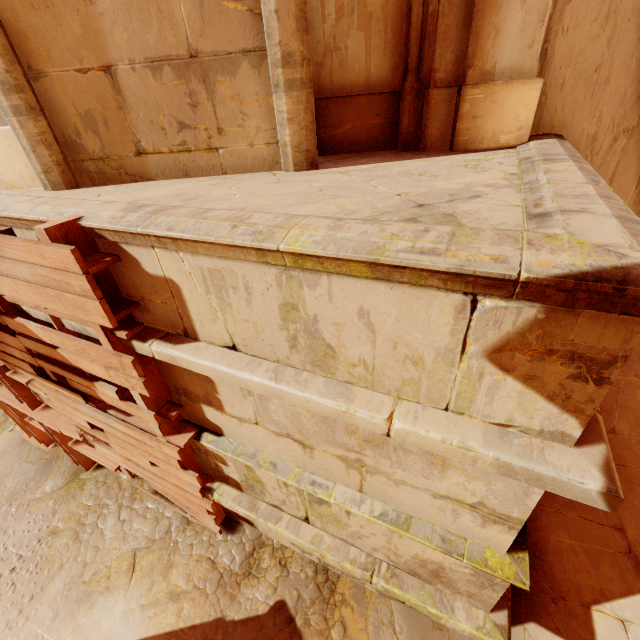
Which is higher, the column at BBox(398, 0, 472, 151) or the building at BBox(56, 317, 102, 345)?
the column at BBox(398, 0, 472, 151)

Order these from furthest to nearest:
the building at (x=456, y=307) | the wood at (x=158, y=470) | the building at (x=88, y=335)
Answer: the building at (x=88, y=335) → the wood at (x=158, y=470) → the building at (x=456, y=307)

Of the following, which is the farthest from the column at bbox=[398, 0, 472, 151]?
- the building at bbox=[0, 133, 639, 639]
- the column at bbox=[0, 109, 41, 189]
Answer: the column at bbox=[0, 109, 41, 189]

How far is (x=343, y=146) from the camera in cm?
378

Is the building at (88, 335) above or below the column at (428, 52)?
below

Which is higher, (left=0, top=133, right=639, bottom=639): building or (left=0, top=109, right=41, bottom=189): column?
(left=0, top=109, right=41, bottom=189): column

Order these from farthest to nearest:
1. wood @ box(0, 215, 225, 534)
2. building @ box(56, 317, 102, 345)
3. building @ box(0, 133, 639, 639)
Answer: building @ box(56, 317, 102, 345) < wood @ box(0, 215, 225, 534) < building @ box(0, 133, 639, 639)

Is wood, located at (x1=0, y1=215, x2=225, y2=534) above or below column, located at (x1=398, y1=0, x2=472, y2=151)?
below
